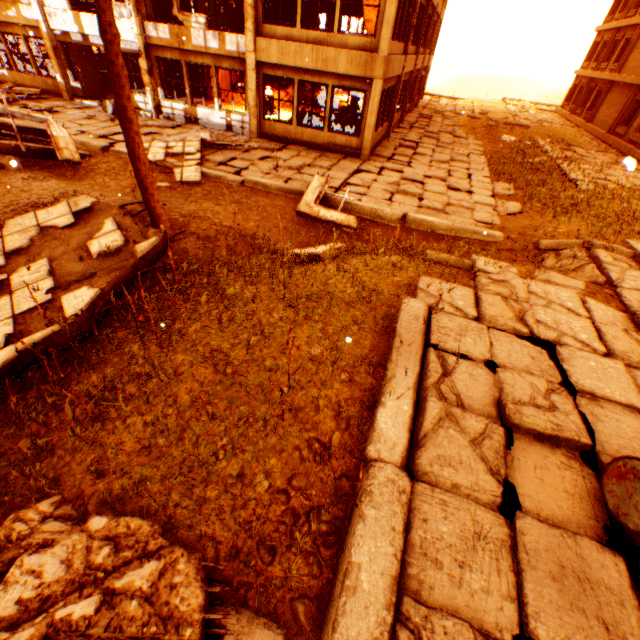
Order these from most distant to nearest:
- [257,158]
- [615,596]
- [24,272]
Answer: [257,158], [24,272], [615,596]

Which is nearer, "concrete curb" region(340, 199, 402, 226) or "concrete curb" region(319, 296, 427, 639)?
"concrete curb" region(319, 296, 427, 639)

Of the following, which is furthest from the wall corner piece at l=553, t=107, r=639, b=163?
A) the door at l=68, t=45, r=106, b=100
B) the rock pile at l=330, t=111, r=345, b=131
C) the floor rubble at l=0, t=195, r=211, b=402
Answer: the door at l=68, t=45, r=106, b=100

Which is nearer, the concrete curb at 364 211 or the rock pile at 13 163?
the rock pile at 13 163

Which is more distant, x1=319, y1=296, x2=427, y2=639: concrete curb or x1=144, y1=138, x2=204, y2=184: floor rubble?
x1=144, y1=138, x2=204, y2=184: floor rubble

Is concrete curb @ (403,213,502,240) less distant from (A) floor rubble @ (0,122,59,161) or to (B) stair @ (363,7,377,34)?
(A) floor rubble @ (0,122,59,161)

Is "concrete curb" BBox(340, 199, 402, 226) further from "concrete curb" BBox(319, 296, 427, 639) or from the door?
the door

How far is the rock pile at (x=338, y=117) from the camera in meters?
14.4 m
